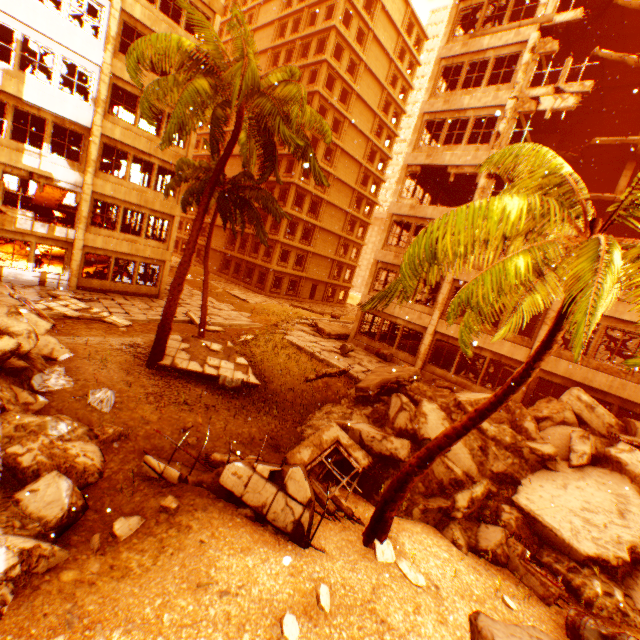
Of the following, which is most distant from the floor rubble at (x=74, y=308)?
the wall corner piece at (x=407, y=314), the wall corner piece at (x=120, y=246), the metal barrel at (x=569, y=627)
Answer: the metal barrel at (x=569, y=627)

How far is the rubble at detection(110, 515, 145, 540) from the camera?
4.9m

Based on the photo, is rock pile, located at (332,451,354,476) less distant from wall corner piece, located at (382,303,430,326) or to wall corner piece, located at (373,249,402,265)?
wall corner piece, located at (382,303,430,326)

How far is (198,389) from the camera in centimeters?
1109cm

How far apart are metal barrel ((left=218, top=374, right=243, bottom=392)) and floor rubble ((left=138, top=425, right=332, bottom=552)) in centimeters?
308cm

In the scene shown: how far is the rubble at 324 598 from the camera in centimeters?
452cm

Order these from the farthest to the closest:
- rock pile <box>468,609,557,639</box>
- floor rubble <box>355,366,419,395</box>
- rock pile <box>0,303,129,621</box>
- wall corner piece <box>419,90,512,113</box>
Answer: wall corner piece <box>419,90,512,113</box>
floor rubble <box>355,366,419,395</box>
rock pile <box>0,303,129,621</box>
rock pile <box>468,609,557,639</box>

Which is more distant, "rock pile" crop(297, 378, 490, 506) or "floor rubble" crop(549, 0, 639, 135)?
"floor rubble" crop(549, 0, 639, 135)
